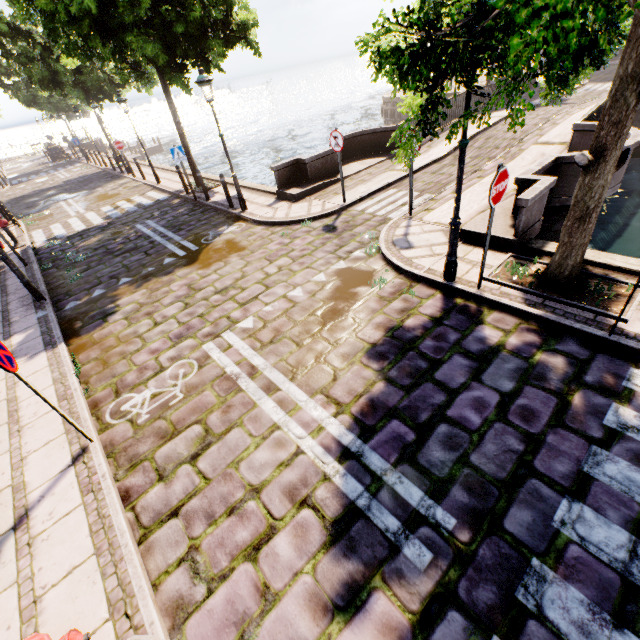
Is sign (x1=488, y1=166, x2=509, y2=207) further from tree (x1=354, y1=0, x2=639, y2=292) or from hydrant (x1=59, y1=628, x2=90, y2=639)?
hydrant (x1=59, y1=628, x2=90, y2=639)

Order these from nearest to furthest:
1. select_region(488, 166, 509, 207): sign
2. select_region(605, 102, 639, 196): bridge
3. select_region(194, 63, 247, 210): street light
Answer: select_region(488, 166, 509, 207): sign < select_region(605, 102, 639, 196): bridge < select_region(194, 63, 247, 210): street light

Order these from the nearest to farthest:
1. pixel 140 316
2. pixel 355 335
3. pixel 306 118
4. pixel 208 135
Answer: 1. pixel 355 335
2. pixel 140 316
3. pixel 306 118
4. pixel 208 135

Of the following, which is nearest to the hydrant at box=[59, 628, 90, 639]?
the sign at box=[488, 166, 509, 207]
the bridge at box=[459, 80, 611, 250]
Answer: the sign at box=[488, 166, 509, 207]

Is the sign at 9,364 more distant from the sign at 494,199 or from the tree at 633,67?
the sign at 494,199

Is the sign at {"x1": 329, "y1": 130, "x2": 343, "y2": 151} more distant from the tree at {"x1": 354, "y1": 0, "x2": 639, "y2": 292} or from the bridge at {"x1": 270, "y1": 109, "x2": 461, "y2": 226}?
the tree at {"x1": 354, "y1": 0, "x2": 639, "y2": 292}

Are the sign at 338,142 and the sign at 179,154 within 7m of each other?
yes

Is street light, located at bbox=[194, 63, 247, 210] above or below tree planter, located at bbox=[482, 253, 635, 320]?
above
